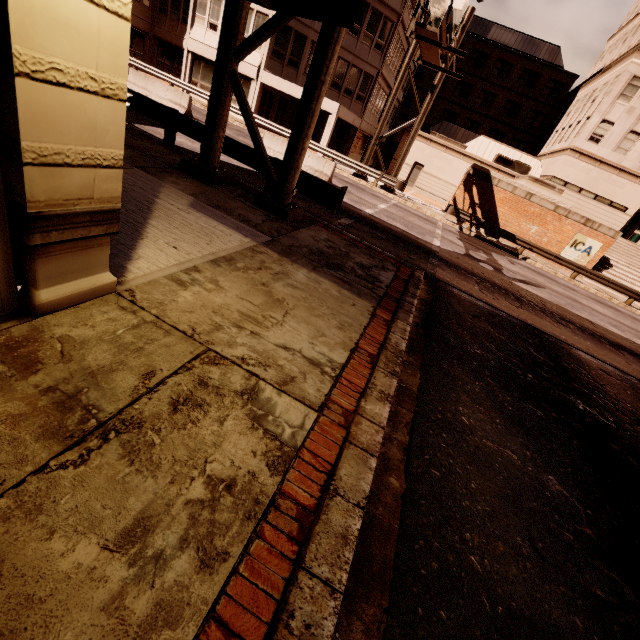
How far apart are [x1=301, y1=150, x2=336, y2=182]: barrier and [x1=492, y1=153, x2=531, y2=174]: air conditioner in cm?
2378

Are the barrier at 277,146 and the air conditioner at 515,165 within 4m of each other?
no

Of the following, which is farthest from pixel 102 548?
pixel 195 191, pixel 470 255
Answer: pixel 470 255

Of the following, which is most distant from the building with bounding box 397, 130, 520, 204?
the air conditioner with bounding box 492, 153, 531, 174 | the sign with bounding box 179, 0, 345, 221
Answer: the sign with bounding box 179, 0, 345, 221

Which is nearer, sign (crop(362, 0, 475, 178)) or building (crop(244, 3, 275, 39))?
sign (crop(362, 0, 475, 178))

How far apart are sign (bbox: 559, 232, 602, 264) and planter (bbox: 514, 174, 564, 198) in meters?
2.6 m

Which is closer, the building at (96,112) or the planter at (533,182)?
the building at (96,112)

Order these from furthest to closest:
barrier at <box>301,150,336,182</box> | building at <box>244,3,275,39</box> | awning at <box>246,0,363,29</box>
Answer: building at <box>244,3,275,39</box> < barrier at <box>301,150,336,182</box> < awning at <box>246,0,363,29</box>
